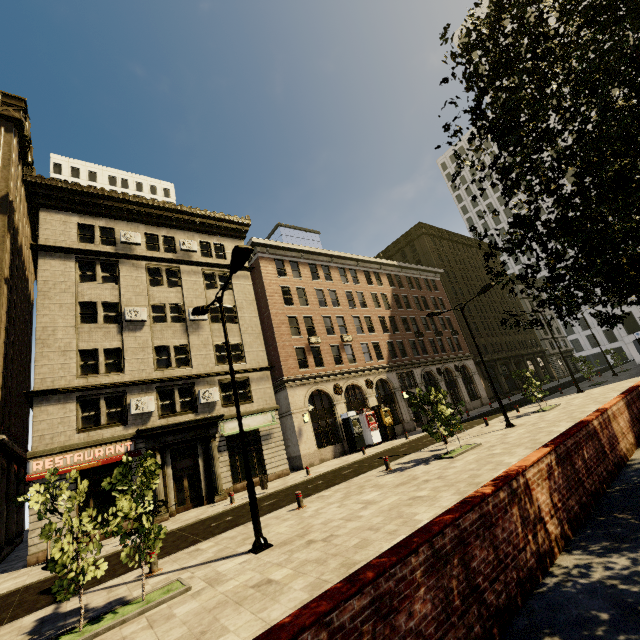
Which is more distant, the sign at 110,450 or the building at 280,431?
the building at 280,431

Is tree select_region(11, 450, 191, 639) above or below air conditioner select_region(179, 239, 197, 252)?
below

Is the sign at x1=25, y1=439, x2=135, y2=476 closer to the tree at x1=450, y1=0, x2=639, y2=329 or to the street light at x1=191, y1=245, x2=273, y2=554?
the street light at x1=191, y1=245, x2=273, y2=554

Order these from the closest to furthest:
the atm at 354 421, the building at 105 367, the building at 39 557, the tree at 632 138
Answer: the tree at 632 138 < the building at 39 557 < the building at 105 367 < the atm at 354 421

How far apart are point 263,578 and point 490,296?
59.7m

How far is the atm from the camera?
26.3 meters

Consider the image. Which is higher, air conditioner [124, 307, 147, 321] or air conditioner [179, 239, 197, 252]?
air conditioner [179, 239, 197, 252]

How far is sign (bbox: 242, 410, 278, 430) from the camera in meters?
22.6 m
